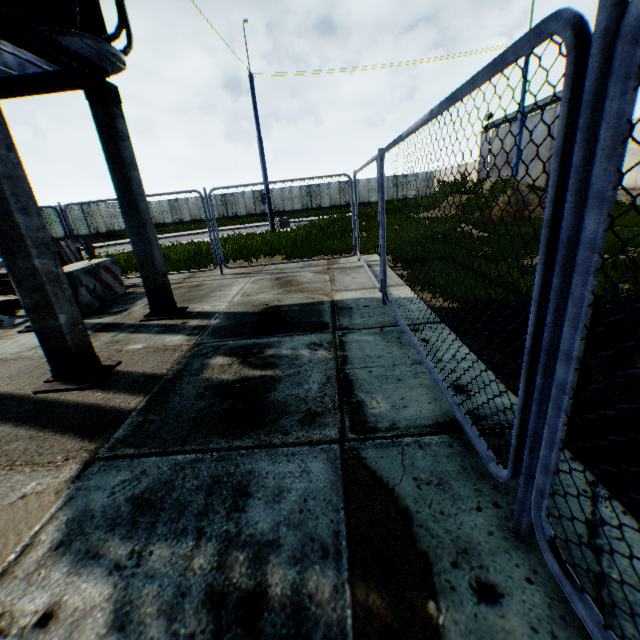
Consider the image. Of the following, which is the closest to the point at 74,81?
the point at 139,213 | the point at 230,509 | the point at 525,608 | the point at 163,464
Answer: the point at 139,213

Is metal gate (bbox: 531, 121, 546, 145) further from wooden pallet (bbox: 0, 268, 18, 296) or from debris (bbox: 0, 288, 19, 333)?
debris (bbox: 0, 288, 19, 333)

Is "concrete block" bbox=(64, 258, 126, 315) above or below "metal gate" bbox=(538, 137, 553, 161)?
below

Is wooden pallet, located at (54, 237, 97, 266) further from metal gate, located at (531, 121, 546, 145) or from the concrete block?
metal gate, located at (531, 121, 546, 145)

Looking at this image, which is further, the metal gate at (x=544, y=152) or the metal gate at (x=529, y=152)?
Answer: the metal gate at (x=529, y=152)

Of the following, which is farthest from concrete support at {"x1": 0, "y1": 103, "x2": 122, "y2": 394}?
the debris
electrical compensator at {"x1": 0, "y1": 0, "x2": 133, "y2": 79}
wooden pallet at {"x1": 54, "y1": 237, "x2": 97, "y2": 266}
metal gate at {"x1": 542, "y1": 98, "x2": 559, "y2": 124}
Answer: metal gate at {"x1": 542, "y1": 98, "x2": 559, "y2": 124}

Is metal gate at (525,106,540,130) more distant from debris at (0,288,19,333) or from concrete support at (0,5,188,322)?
debris at (0,288,19,333)

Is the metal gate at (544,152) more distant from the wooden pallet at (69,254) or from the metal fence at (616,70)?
the wooden pallet at (69,254)
